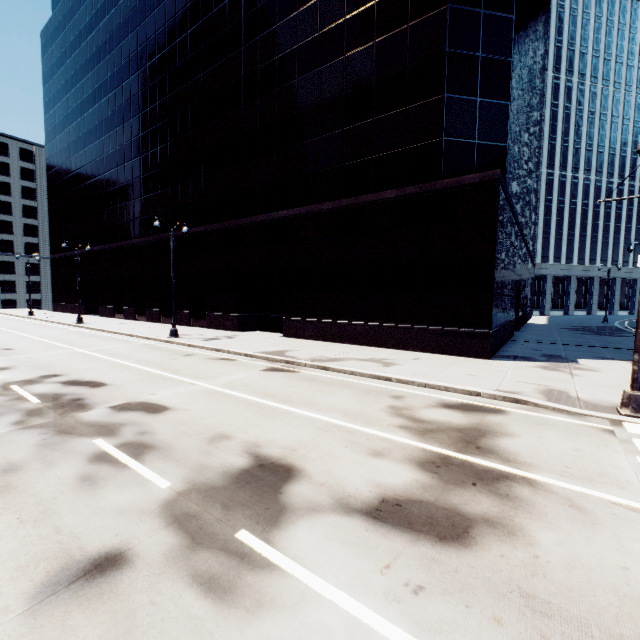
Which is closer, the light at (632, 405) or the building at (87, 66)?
the light at (632, 405)

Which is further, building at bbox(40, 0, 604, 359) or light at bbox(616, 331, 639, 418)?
building at bbox(40, 0, 604, 359)

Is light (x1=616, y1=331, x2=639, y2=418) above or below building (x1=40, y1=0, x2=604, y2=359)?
below

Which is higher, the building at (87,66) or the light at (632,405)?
the building at (87,66)

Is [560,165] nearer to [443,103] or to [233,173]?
[443,103]
